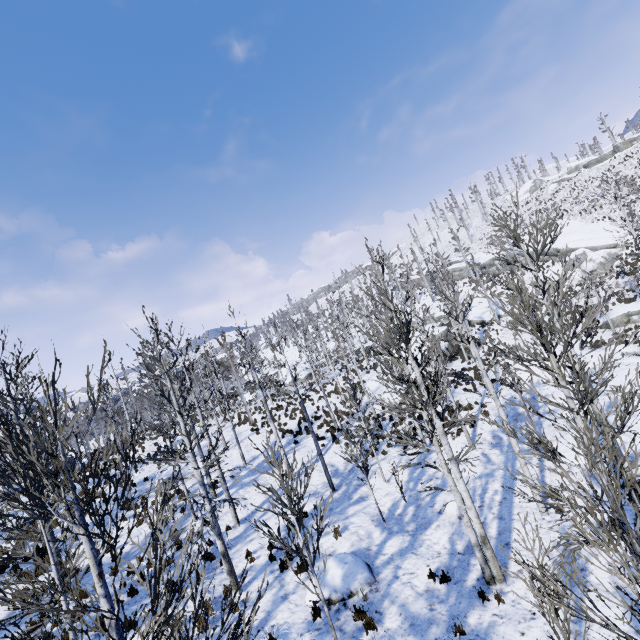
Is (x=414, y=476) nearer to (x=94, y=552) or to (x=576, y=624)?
(x=576, y=624)

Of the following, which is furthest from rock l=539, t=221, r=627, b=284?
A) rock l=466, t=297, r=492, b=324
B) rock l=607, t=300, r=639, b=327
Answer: rock l=607, t=300, r=639, b=327

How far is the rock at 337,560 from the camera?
9.0 meters

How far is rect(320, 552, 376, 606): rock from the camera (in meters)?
8.98

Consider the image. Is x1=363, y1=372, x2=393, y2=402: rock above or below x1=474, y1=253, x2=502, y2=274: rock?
below

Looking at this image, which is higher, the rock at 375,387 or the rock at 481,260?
the rock at 481,260

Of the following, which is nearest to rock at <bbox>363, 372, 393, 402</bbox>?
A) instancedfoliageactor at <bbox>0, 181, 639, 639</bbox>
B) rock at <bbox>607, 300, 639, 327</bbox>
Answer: instancedfoliageactor at <bbox>0, 181, 639, 639</bbox>

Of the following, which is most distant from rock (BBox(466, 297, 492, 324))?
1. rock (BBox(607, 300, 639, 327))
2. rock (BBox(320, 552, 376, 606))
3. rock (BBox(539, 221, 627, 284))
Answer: rock (BBox(320, 552, 376, 606))
